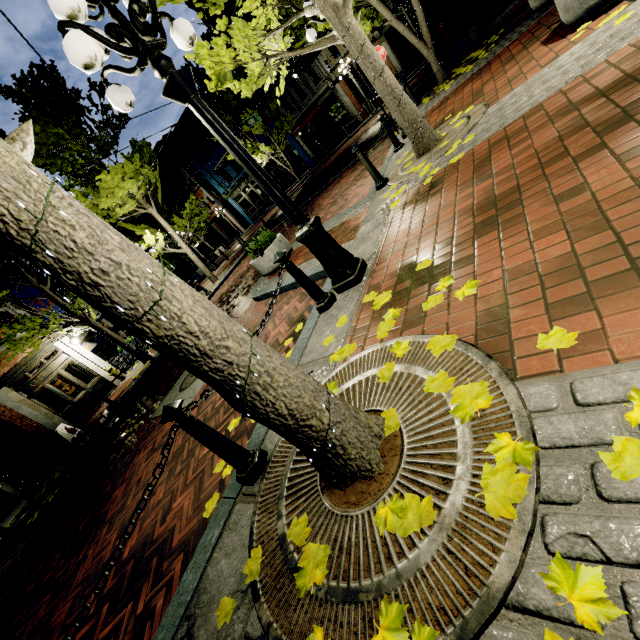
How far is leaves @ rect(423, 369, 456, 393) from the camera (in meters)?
1.79

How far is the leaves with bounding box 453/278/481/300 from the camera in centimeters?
221cm

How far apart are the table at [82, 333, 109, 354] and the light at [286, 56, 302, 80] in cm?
1667

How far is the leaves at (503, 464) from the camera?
1.2 meters

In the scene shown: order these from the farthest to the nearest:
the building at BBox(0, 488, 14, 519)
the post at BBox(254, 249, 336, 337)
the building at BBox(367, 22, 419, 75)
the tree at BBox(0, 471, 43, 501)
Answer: the building at BBox(367, 22, 419, 75) < the building at BBox(0, 488, 14, 519) < the tree at BBox(0, 471, 43, 501) < the post at BBox(254, 249, 336, 337)

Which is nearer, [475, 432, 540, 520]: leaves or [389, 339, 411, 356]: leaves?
[475, 432, 540, 520]: leaves

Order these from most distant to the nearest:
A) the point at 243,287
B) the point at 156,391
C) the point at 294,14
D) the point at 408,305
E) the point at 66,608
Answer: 1. the point at 243,287
2. the point at 156,391
3. the point at 294,14
4. the point at 66,608
5. the point at 408,305

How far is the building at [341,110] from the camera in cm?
2384
